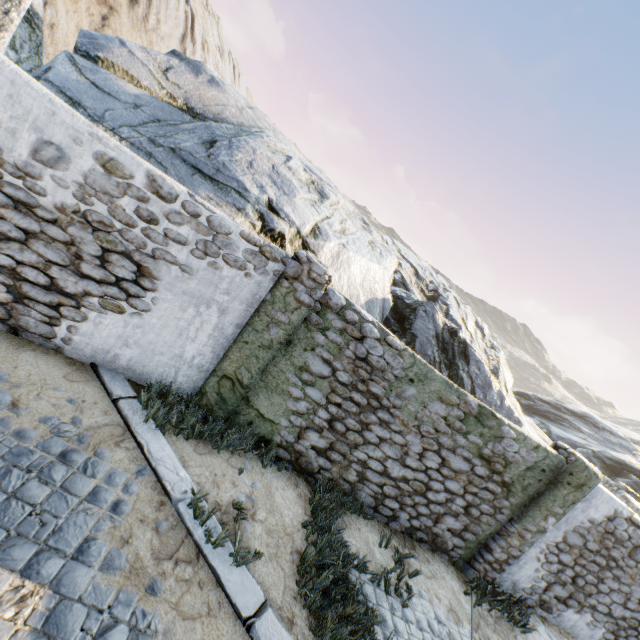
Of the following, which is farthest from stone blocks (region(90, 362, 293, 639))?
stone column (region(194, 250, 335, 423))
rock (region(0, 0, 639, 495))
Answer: stone column (region(194, 250, 335, 423))

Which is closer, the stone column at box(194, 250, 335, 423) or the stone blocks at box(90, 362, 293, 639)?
the stone blocks at box(90, 362, 293, 639)

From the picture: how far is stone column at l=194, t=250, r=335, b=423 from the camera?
4.87m

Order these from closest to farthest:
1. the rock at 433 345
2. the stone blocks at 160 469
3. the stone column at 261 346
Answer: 1. the stone blocks at 160 469
2. the stone column at 261 346
3. the rock at 433 345

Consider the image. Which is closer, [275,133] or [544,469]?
[544,469]

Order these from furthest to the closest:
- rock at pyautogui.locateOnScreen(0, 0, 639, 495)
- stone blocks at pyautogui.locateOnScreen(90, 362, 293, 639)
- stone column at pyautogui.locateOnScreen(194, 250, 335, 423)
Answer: rock at pyautogui.locateOnScreen(0, 0, 639, 495) < stone column at pyautogui.locateOnScreen(194, 250, 335, 423) < stone blocks at pyautogui.locateOnScreen(90, 362, 293, 639)

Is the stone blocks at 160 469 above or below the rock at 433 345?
below

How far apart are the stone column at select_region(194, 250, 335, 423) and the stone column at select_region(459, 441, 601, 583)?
5.5 meters
